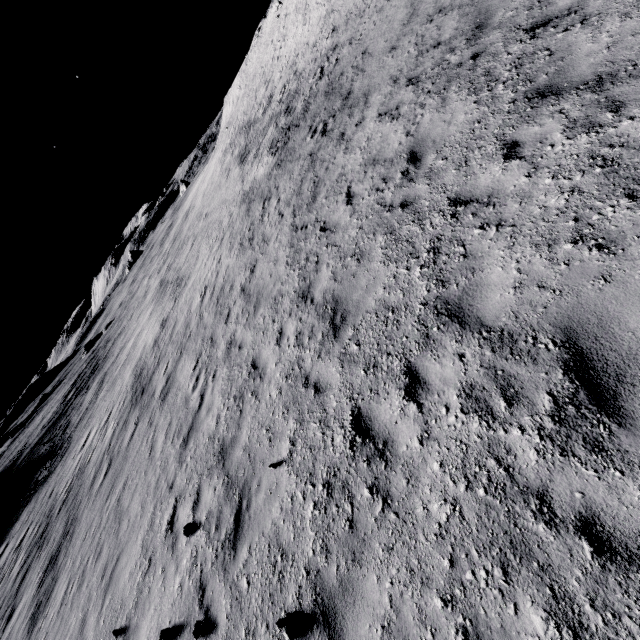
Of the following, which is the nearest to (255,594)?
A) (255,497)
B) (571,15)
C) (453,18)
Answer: (255,497)
